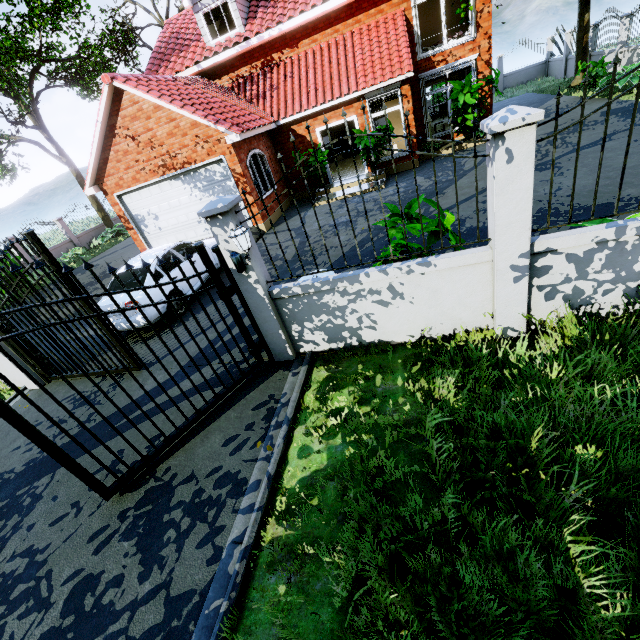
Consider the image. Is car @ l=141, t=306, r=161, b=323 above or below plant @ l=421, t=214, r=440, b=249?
below

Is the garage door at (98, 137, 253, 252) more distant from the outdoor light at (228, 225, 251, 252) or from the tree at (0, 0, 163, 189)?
the outdoor light at (228, 225, 251, 252)

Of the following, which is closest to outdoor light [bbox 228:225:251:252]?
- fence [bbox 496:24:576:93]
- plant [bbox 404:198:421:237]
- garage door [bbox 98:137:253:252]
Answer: plant [bbox 404:198:421:237]

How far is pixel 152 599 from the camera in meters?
2.9 m

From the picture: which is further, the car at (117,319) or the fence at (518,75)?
the fence at (518,75)

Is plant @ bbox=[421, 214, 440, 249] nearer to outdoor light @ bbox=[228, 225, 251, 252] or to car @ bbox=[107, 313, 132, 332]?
outdoor light @ bbox=[228, 225, 251, 252]

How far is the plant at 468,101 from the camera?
12.0m

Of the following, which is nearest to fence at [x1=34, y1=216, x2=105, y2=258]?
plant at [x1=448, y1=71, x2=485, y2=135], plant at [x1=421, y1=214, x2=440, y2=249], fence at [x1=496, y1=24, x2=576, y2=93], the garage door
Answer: the garage door
